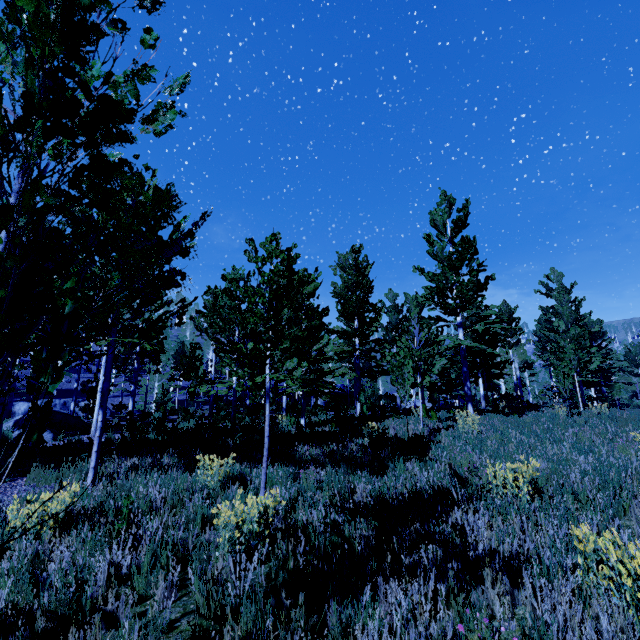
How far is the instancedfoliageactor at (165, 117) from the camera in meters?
1.9

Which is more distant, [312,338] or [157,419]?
[312,338]

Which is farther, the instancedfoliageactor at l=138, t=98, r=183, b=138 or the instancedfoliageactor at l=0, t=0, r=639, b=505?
the instancedfoliageactor at l=138, t=98, r=183, b=138

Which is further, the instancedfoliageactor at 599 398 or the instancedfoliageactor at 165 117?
the instancedfoliageactor at 165 117

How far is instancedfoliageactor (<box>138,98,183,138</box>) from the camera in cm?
185
